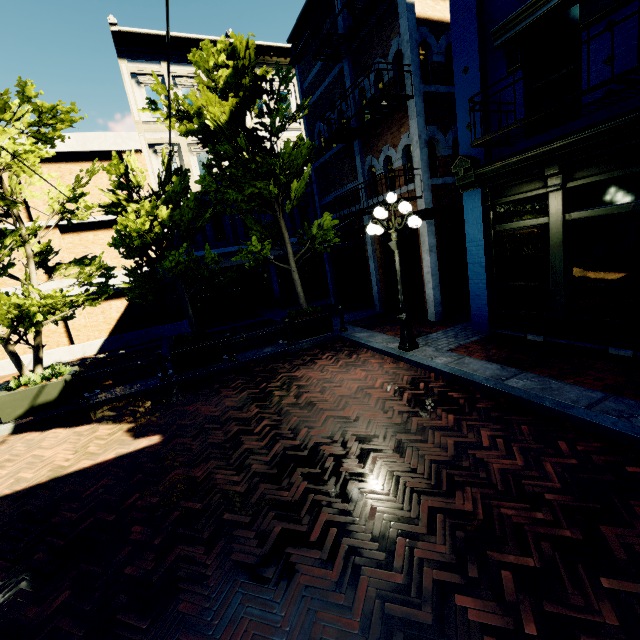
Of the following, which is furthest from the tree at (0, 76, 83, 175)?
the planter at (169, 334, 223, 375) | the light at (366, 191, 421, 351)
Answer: the light at (366, 191, 421, 351)

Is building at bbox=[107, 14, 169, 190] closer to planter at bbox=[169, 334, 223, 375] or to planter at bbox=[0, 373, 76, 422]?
planter at bbox=[169, 334, 223, 375]

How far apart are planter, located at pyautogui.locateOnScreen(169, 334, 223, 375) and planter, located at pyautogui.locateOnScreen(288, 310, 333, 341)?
2.3 meters

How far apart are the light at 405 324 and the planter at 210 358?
4.93m

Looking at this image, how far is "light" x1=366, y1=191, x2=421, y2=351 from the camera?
6.9m

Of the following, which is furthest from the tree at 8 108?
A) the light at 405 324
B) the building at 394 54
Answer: the light at 405 324

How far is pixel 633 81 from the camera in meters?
4.4

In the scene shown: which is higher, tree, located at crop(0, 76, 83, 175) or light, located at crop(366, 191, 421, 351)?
tree, located at crop(0, 76, 83, 175)
